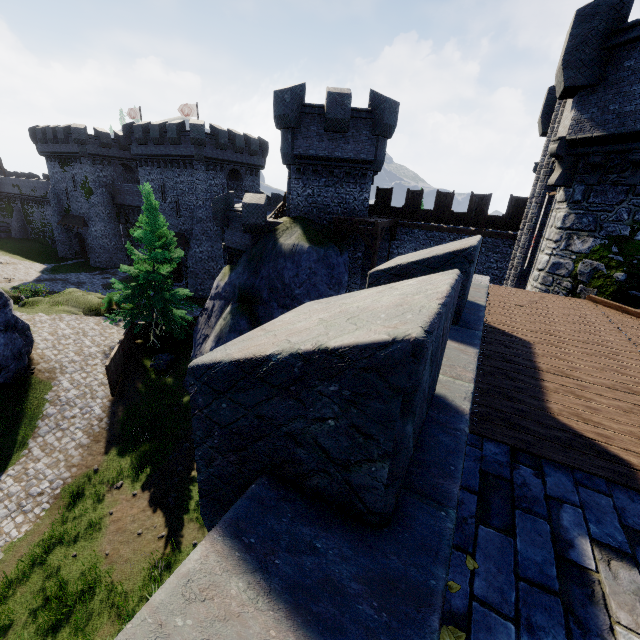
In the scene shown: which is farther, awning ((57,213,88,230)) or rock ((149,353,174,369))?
awning ((57,213,88,230))

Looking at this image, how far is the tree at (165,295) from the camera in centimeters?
1994cm

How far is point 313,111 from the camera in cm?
1777

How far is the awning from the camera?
43.72m

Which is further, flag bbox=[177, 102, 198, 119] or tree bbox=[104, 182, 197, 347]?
flag bbox=[177, 102, 198, 119]

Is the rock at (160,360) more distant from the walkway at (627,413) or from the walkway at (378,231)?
the walkway at (627,413)

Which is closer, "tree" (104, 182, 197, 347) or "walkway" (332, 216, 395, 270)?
"walkway" (332, 216, 395, 270)

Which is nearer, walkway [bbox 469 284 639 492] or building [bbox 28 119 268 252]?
walkway [bbox 469 284 639 492]
